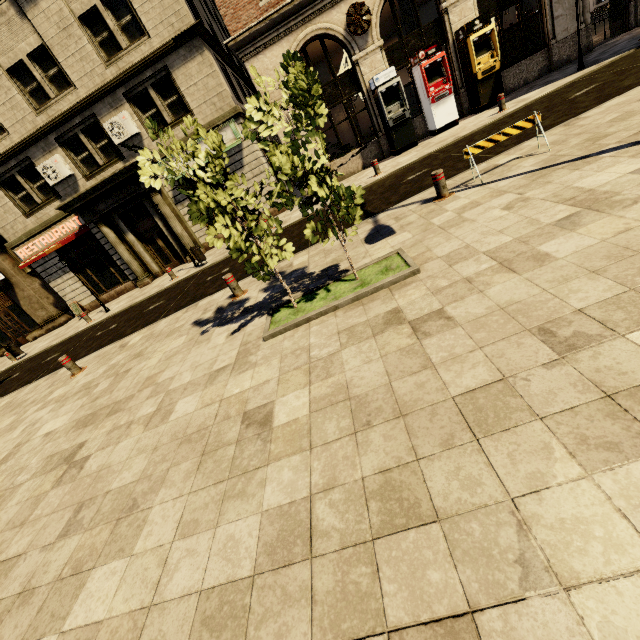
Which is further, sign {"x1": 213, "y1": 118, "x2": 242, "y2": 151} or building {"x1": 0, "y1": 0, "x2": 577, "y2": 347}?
sign {"x1": 213, "y1": 118, "x2": 242, "y2": 151}

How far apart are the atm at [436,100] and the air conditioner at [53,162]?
16.3 meters

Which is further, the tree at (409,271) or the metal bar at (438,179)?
the metal bar at (438,179)

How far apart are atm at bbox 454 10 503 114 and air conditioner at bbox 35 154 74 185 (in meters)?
18.22

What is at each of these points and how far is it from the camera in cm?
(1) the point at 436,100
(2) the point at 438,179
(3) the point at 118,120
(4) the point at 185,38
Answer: (1) atm, 1359
(2) metal bar, 646
(3) air conditioner, 1430
(4) building, 1317

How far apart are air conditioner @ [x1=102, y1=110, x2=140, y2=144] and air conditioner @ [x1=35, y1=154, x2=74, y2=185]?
2.67m

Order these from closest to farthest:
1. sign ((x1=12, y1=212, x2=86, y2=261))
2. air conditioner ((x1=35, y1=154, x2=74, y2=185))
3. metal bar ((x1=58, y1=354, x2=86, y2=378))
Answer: metal bar ((x1=58, y1=354, x2=86, y2=378)), air conditioner ((x1=35, y1=154, x2=74, y2=185)), sign ((x1=12, y1=212, x2=86, y2=261))

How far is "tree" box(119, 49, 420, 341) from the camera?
4.04m
